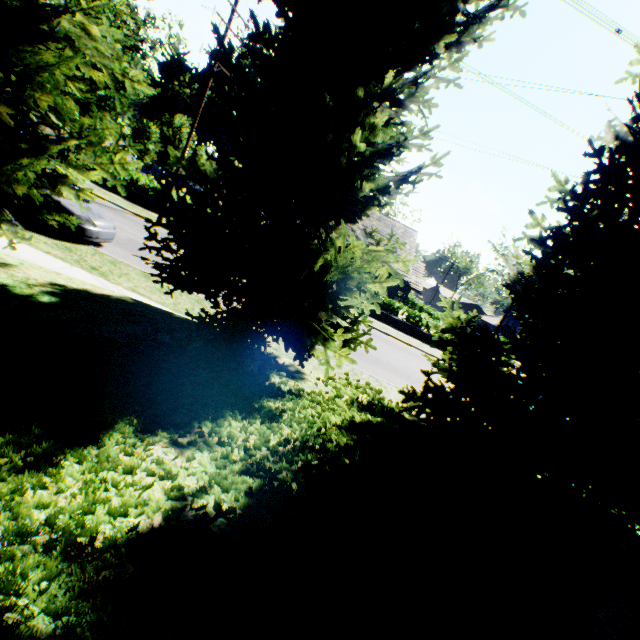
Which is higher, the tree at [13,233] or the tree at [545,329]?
the tree at [545,329]

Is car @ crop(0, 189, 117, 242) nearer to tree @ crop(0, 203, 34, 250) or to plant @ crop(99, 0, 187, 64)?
tree @ crop(0, 203, 34, 250)

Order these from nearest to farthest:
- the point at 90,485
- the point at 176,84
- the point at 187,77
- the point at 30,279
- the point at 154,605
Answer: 1. the point at 154,605
2. the point at 90,485
3. the point at 30,279
4. the point at 187,77
5. the point at 176,84

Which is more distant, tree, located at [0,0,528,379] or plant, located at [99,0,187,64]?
plant, located at [99,0,187,64]

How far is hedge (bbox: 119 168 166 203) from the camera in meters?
21.3

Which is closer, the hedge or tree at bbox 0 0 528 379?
tree at bbox 0 0 528 379

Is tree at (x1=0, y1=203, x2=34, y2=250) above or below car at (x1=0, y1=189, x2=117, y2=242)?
above

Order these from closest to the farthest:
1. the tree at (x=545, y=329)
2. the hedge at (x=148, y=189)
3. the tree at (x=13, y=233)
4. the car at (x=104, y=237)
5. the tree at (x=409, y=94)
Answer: the tree at (x=409, y=94) < the tree at (x=545, y=329) < the tree at (x=13, y=233) < the car at (x=104, y=237) < the hedge at (x=148, y=189)
